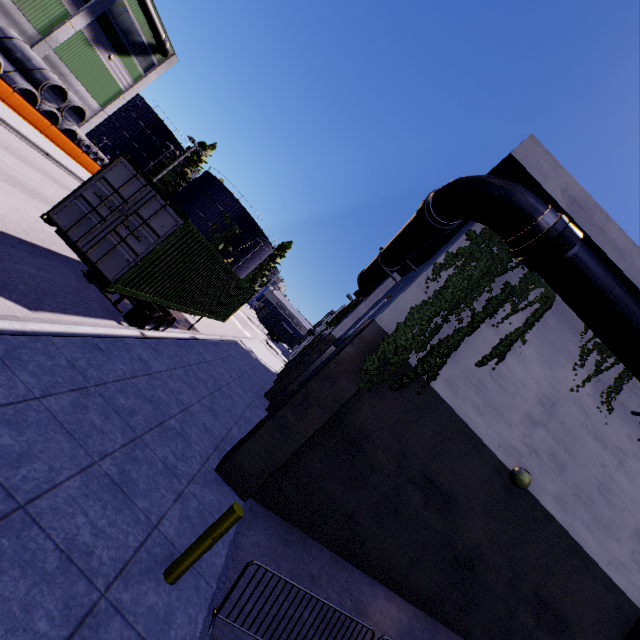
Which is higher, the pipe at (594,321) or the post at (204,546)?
the pipe at (594,321)

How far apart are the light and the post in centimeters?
659cm

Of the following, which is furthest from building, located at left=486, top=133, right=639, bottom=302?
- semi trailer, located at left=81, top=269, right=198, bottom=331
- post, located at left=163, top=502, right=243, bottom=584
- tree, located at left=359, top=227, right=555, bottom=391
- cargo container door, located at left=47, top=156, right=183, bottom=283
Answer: cargo container door, located at left=47, top=156, right=183, bottom=283

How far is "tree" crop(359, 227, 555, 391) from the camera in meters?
7.3

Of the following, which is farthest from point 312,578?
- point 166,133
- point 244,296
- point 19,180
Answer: point 166,133

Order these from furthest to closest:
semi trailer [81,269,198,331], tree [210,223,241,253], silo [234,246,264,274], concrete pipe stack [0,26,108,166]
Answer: silo [234,246,264,274]
tree [210,223,241,253]
concrete pipe stack [0,26,108,166]
semi trailer [81,269,198,331]

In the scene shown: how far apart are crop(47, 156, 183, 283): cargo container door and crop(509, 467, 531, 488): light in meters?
9.7 m

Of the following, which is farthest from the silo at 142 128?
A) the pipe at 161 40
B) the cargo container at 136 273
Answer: the cargo container at 136 273
